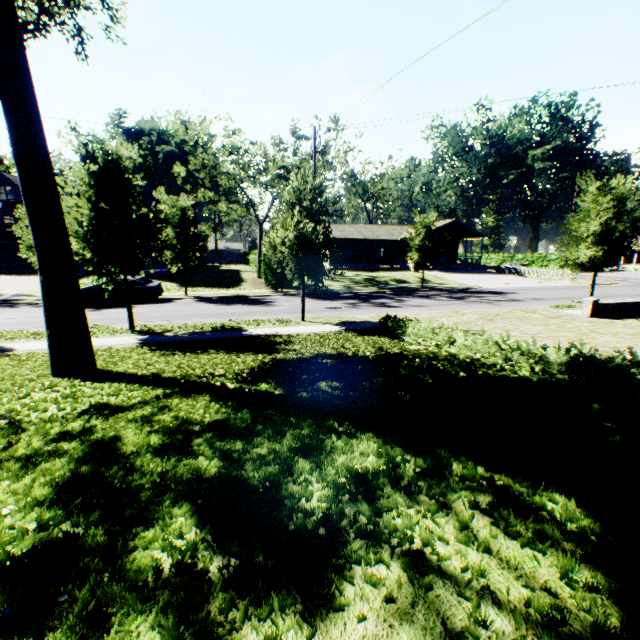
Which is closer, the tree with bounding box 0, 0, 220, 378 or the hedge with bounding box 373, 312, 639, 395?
the hedge with bounding box 373, 312, 639, 395

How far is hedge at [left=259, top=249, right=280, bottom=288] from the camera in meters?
27.5 m

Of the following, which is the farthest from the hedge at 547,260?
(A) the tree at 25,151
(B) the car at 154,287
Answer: (B) the car at 154,287

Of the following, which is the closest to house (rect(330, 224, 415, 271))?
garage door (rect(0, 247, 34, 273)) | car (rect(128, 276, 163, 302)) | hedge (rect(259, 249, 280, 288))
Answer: hedge (rect(259, 249, 280, 288))

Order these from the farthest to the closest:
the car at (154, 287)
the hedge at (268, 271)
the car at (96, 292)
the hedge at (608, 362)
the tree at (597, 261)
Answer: the hedge at (268, 271)
the car at (154, 287)
the car at (96, 292)
the tree at (597, 261)
the hedge at (608, 362)

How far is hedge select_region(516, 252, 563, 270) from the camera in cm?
5228

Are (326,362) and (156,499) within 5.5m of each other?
yes

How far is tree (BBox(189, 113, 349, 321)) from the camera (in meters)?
12.73
